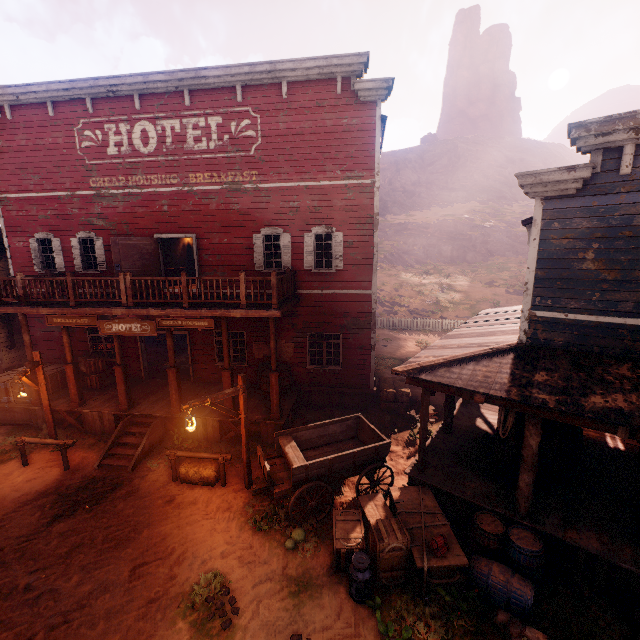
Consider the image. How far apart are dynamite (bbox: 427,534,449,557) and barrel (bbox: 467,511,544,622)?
0.5m

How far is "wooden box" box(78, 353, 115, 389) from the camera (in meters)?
13.36

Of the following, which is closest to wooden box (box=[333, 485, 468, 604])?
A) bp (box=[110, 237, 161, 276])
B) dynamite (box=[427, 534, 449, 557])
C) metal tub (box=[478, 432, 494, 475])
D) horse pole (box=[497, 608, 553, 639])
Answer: dynamite (box=[427, 534, 449, 557])

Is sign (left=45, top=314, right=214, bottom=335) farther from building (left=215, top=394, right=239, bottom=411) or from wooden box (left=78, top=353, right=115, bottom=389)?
wooden box (left=78, top=353, right=115, bottom=389)

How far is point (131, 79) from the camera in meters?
11.6 m

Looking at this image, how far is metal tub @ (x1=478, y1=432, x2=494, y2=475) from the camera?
7.9m

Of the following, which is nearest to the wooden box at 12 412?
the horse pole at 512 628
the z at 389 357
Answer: the z at 389 357

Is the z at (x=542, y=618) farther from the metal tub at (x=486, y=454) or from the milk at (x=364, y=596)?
the metal tub at (x=486, y=454)
